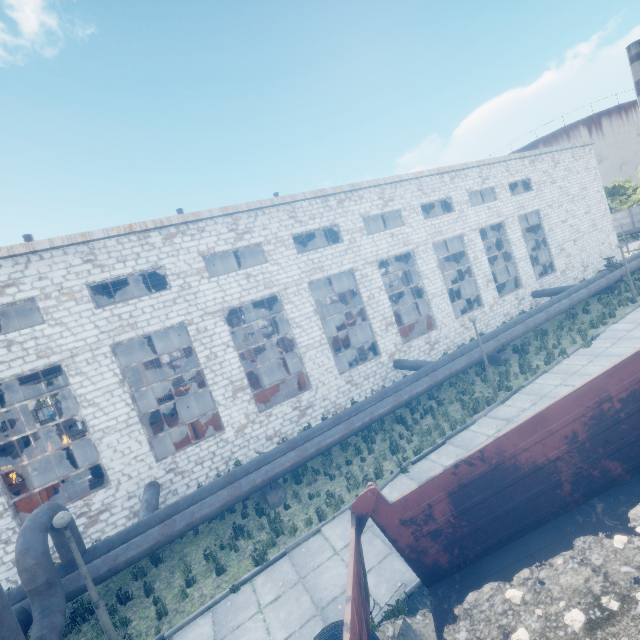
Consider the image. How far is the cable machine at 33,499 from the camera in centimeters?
1338cm

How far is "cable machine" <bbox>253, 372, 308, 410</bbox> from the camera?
17.8m

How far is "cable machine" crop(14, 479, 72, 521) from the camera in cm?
1338

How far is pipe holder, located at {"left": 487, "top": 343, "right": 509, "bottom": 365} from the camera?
15.5 meters

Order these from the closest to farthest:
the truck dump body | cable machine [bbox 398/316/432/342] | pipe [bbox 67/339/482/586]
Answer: the truck dump body
pipe [bbox 67/339/482/586]
cable machine [bbox 398/316/432/342]

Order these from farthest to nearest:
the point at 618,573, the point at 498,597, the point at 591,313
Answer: the point at 591,313
the point at 498,597
the point at 618,573

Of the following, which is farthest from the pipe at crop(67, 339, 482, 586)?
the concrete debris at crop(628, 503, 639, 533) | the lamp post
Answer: the concrete debris at crop(628, 503, 639, 533)

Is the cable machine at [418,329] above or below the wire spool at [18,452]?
below
